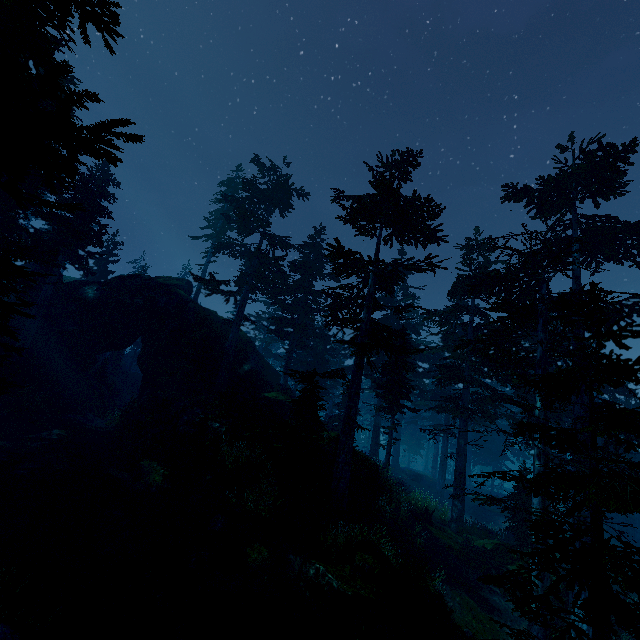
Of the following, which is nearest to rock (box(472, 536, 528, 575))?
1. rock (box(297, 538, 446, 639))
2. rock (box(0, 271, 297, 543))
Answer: rock (box(297, 538, 446, 639))

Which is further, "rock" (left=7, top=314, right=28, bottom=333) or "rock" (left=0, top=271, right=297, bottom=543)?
"rock" (left=7, top=314, right=28, bottom=333)

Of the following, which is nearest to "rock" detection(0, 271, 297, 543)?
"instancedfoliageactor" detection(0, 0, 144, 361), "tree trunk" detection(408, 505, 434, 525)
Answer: "instancedfoliageactor" detection(0, 0, 144, 361)

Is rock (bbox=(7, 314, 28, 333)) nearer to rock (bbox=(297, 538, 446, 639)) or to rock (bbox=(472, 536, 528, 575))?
rock (bbox=(297, 538, 446, 639))

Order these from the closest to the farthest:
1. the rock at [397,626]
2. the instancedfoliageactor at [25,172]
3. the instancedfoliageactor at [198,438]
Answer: the instancedfoliageactor at [25,172], the rock at [397,626], the instancedfoliageactor at [198,438]

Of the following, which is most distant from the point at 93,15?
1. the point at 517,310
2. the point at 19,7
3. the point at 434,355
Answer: the point at 434,355

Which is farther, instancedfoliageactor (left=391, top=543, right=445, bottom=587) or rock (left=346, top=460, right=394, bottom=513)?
rock (left=346, top=460, right=394, bottom=513)

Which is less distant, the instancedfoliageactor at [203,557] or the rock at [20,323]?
the instancedfoliageactor at [203,557]
